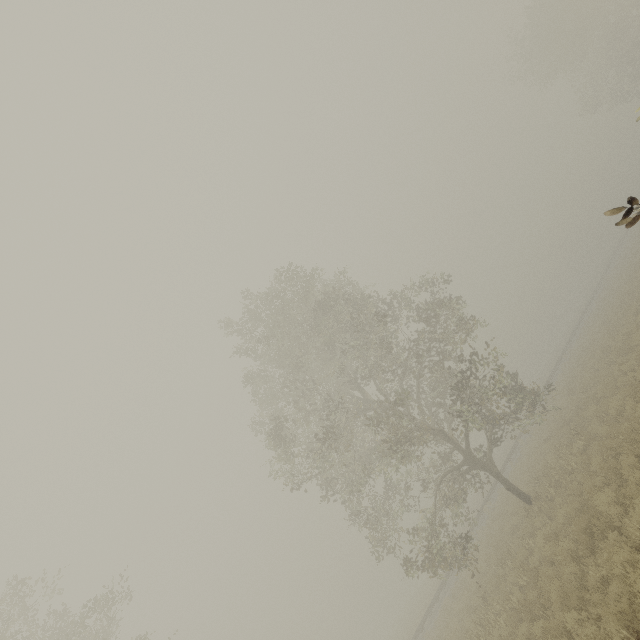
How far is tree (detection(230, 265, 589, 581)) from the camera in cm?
1460

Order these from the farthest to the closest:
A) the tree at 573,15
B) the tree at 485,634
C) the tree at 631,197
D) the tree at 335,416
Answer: the tree at 573,15 < the tree at 335,416 < the tree at 485,634 < the tree at 631,197

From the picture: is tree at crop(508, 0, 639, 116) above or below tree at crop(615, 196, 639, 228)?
above

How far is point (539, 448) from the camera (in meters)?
20.86

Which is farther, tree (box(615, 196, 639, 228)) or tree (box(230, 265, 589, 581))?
tree (box(230, 265, 589, 581))

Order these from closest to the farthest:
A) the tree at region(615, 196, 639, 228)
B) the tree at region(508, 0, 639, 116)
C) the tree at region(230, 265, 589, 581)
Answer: the tree at region(615, 196, 639, 228) < the tree at region(230, 265, 589, 581) < the tree at region(508, 0, 639, 116)

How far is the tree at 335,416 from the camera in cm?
1460
